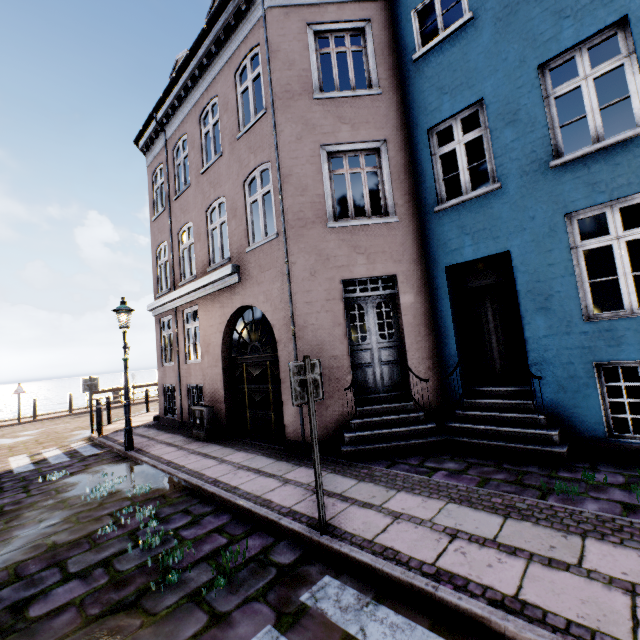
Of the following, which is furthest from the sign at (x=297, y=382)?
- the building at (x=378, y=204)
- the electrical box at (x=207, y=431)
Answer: the electrical box at (x=207, y=431)

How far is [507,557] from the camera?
2.9m

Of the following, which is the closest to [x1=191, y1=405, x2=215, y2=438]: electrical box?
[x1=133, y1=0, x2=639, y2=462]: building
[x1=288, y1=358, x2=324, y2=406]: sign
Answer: [x1=133, y1=0, x2=639, y2=462]: building

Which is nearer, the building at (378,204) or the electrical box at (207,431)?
the building at (378,204)

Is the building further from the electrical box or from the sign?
the sign
